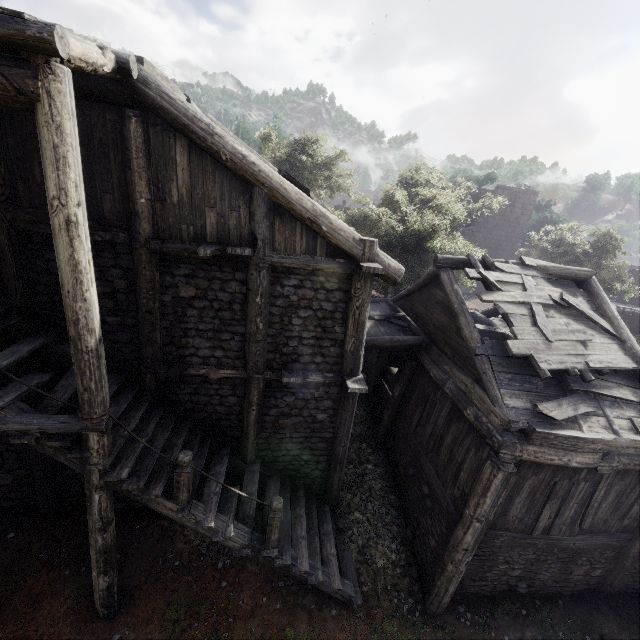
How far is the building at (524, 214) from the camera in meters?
27.9 m

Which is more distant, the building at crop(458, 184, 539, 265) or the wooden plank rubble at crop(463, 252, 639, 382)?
the building at crop(458, 184, 539, 265)

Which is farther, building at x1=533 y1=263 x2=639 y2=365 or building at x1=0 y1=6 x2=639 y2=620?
building at x1=533 y1=263 x2=639 y2=365

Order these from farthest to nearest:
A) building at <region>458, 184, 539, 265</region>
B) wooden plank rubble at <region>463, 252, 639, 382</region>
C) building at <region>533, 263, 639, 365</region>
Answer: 1. building at <region>458, 184, 539, 265</region>
2. building at <region>533, 263, 639, 365</region>
3. wooden plank rubble at <region>463, 252, 639, 382</region>

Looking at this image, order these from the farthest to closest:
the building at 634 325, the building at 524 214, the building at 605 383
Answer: the building at 524 214 → the building at 634 325 → the building at 605 383

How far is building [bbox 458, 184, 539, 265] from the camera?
27.9m

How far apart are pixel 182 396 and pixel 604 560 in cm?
1198
